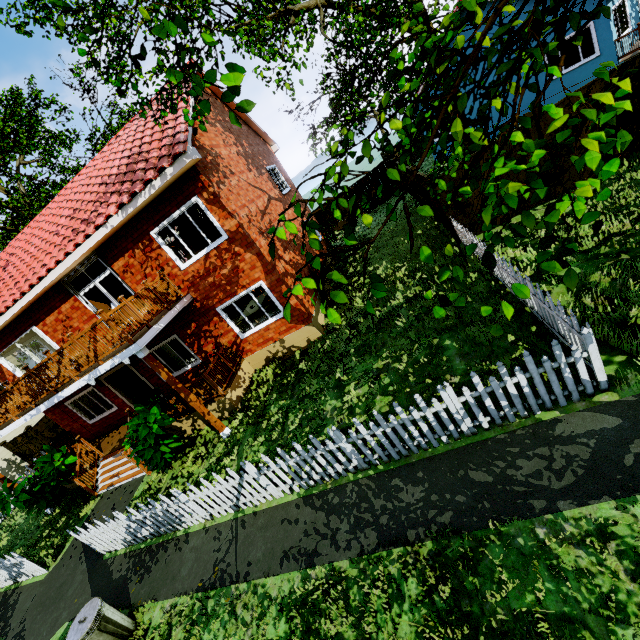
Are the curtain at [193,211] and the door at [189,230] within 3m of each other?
yes

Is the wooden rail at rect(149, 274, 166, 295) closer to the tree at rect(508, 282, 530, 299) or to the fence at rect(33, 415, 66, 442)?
the fence at rect(33, 415, 66, 442)

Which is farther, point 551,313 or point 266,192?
point 266,192

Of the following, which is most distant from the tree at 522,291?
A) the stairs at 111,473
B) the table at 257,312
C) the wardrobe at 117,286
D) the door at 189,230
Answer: the wardrobe at 117,286

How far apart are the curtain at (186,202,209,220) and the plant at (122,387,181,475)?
4.4m

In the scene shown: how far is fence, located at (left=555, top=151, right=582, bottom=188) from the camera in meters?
9.3

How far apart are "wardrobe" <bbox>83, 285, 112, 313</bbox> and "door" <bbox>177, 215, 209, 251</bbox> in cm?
396
